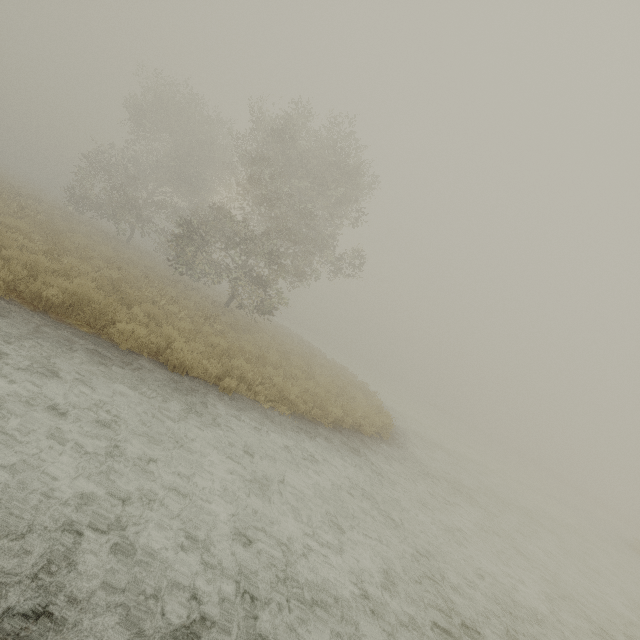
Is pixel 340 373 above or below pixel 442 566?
above
